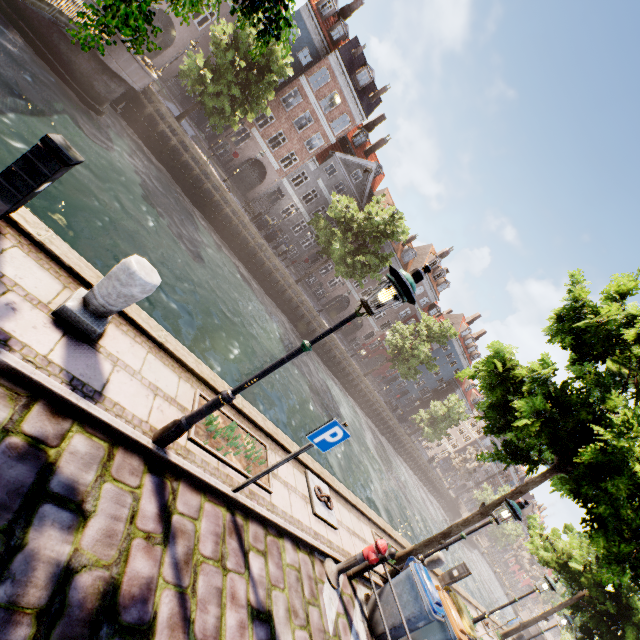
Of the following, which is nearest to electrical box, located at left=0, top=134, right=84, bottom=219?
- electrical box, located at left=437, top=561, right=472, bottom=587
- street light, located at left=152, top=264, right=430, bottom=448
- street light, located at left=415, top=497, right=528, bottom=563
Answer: street light, located at left=152, top=264, right=430, bottom=448

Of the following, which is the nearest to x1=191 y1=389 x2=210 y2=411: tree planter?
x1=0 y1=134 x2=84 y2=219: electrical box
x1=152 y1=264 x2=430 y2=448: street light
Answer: x1=152 y1=264 x2=430 y2=448: street light

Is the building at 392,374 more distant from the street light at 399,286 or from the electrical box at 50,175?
the street light at 399,286

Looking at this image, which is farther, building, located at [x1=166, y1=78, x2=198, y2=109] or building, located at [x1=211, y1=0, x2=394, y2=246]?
building, located at [x1=211, y1=0, x2=394, y2=246]

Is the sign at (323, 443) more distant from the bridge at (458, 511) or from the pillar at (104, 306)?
the bridge at (458, 511)

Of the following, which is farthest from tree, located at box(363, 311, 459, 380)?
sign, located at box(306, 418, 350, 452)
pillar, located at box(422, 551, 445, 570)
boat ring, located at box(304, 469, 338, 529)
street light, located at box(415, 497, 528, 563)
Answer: sign, located at box(306, 418, 350, 452)

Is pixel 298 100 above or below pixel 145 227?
above

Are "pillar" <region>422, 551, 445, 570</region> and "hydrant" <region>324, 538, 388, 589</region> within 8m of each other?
Answer: yes
